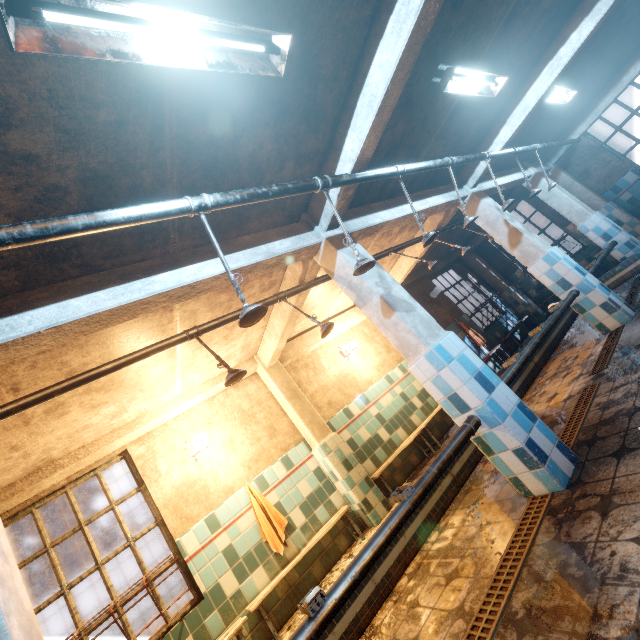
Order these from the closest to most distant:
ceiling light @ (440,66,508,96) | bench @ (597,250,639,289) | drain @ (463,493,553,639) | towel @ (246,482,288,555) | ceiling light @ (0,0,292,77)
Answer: ceiling light @ (0,0,292,77) < drain @ (463,493,553,639) < ceiling light @ (440,66,508,96) < towel @ (246,482,288,555) < bench @ (597,250,639,289)

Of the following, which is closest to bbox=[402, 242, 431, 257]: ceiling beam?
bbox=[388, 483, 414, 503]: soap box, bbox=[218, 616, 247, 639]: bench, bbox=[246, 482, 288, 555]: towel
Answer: bbox=[246, 482, 288, 555]: towel

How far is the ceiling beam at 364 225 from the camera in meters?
2.8 m

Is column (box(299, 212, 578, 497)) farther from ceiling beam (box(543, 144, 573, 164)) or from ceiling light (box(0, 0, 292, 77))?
ceiling beam (box(543, 144, 573, 164))

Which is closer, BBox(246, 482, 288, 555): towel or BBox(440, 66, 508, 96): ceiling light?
BBox(440, 66, 508, 96): ceiling light

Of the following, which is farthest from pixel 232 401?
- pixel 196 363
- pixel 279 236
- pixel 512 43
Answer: pixel 512 43

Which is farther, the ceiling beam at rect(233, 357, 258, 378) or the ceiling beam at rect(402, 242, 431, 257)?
the ceiling beam at rect(402, 242, 431, 257)

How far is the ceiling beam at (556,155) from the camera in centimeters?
713cm
